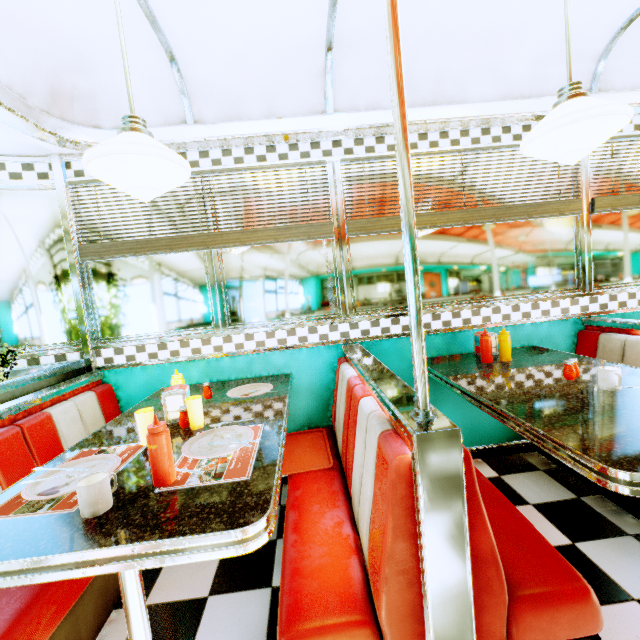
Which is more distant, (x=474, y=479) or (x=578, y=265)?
(x=578, y=265)

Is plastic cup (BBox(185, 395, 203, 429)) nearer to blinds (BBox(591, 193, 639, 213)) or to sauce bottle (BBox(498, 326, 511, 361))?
sauce bottle (BBox(498, 326, 511, 361))

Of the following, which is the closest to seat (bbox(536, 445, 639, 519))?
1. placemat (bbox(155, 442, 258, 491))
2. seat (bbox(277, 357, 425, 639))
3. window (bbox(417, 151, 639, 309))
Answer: window (bbox(417, 151, 639, 309))

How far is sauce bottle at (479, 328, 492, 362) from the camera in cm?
222

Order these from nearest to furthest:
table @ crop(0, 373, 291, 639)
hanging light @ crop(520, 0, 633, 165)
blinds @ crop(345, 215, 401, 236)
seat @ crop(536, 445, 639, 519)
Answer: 1. table @ crop(0, 373, 291, 639)
2. hanging light @ crop(520, 0, 633, 165)
3. seat @ crop(536, 445, 639, 519)
4. blinds @ crop(345, 215, 401, 236)

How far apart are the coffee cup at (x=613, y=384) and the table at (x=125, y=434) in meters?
1.6

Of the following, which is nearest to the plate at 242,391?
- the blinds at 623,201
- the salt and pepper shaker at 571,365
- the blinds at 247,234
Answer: the blinds at 247,234

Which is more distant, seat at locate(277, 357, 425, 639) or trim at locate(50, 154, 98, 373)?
trim at locate(50, 154, 98, 373)
